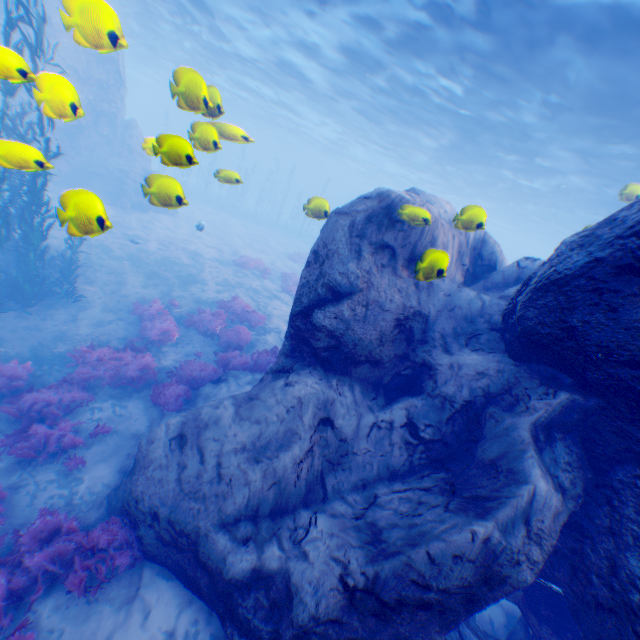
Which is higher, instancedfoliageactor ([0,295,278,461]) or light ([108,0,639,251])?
light ([108,0,639,251])

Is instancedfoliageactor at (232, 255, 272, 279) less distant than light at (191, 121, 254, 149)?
No

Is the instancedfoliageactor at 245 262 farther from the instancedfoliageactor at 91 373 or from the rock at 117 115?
the instancedfoliageactor at 91 373

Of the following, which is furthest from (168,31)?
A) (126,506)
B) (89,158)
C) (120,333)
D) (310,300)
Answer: (126,506)

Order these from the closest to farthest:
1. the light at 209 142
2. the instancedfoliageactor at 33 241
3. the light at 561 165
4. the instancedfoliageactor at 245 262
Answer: the instancedfoliageactor at 33 241, the light at 209 142, the light at 561 165, the instancedfoliageactor at 245 262

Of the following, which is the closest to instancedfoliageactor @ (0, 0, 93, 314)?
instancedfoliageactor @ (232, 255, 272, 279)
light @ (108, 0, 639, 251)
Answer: light @ (108, 0, 639, 251)

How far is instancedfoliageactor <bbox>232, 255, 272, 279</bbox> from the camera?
20.3m

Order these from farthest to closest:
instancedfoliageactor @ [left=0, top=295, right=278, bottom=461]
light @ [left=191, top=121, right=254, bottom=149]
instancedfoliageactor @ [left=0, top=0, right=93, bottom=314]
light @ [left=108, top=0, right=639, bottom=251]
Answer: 1. light @ [left=108, top=0, right=639, bottom=251]
2. instancedfoliageactor @ [left=0, top=295, right=278, bottom=461]
3. light @ [left=191, top=121, right=254, bottom=149]
4. instancedfoliageactor @ [left=0, top=0, right=93, bottom=314]
